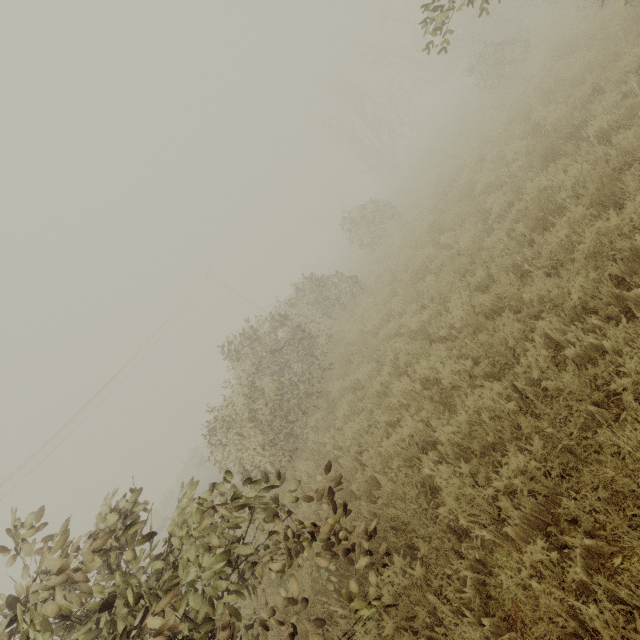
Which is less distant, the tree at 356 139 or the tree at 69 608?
the tree at 69 608

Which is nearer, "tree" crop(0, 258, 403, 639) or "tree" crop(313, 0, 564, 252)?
"tree" crop(0, 258, 403, 639)

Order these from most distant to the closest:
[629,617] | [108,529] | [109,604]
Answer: [108,529]
[109,604]
[629,617]
